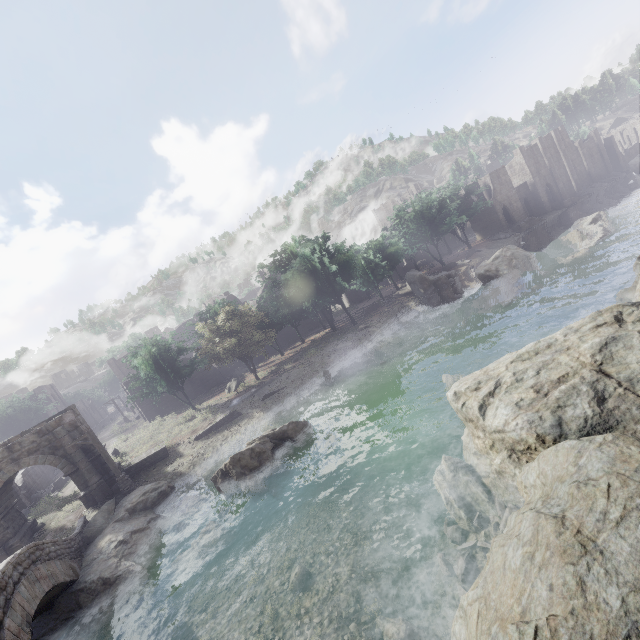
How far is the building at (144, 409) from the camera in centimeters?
3766cm

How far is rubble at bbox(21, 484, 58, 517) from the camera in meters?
25.0

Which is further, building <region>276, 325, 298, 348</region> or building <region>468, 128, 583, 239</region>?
building <region>468, 128, 583, 239</region>

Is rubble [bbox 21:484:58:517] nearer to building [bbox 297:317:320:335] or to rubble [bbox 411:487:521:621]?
building [bbox 297:317:320:335]

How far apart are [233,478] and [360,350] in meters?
16.9 m

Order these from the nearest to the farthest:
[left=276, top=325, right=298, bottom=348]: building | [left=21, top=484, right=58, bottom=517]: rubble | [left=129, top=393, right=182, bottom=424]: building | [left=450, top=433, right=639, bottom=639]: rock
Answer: [left=450, top=433, right=639, bottom=639]: rock, [left=21, top=484, right=58, bottom=517]: rubble, [left=129, top=393, right=182, bottom=424]: building, [left=276, top=325, right=298, bottom=348]: building

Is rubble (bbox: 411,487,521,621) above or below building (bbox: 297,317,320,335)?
below

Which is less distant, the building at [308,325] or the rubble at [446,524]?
the rubble at [446,524]
